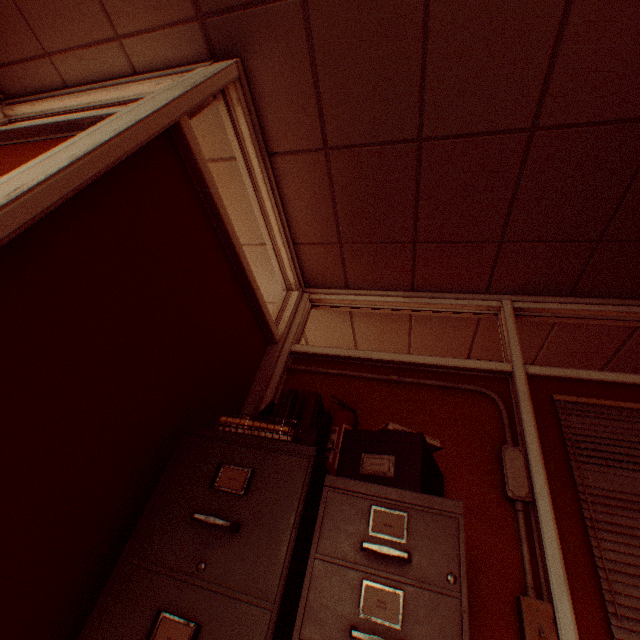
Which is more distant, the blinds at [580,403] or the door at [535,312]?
the door at [535,312]

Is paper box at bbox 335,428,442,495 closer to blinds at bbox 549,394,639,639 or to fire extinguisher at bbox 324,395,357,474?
fire extinguisher at bbox 324,395,357,474

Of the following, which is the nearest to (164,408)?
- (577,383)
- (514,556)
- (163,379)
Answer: (163,379)

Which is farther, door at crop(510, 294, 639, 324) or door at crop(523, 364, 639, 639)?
door at crop(510, 294, 639, 324)

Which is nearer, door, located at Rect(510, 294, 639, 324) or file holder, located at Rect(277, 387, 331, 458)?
file holder, located at Rect(277, 387, 331, 458)

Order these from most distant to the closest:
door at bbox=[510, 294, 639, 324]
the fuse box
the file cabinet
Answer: Answer:
1. door at bbox=[510, 294, 639, 324]
2. the fuse box
3. the file cabinet

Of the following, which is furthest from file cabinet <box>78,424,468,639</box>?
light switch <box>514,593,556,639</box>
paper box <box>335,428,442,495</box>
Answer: light switch <box>514,593,556,639</box>

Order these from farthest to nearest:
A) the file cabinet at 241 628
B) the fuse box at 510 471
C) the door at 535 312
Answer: the door at 535 312, the fuse box at 510 471, the file cabinet at 241 628
